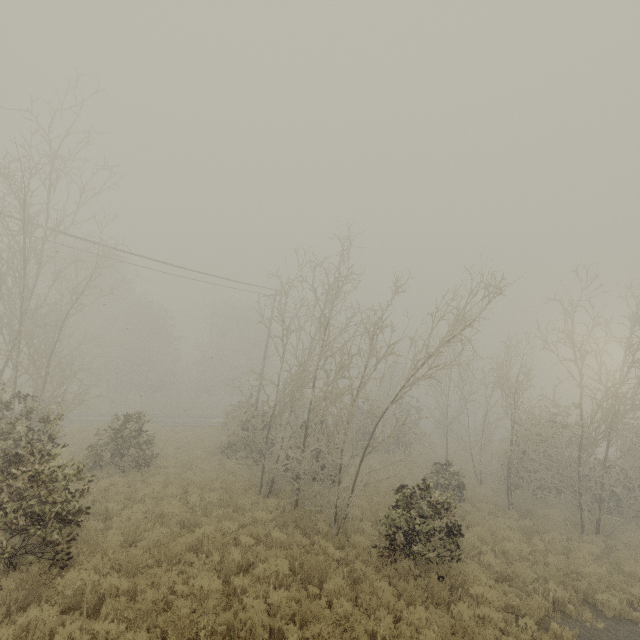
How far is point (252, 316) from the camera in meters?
49.1
